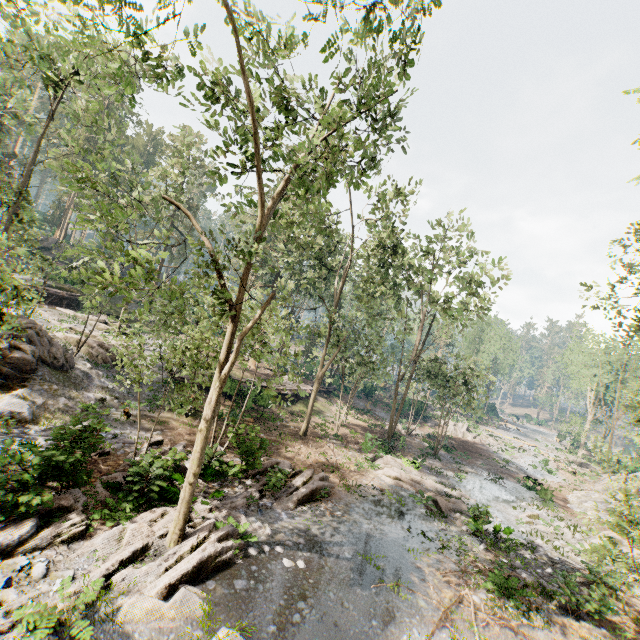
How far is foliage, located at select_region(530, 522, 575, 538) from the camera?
18.5 meters

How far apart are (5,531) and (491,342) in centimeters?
A: 5732cm

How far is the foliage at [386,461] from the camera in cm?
1836

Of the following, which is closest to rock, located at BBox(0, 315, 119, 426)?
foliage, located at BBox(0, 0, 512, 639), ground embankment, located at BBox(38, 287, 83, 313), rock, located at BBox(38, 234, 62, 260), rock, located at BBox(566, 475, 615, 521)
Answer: foliage, located at BBox(0, 0, 512, 639)

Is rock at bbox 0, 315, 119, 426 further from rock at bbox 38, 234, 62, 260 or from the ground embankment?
rock at bbox 38, 234, 62, 260

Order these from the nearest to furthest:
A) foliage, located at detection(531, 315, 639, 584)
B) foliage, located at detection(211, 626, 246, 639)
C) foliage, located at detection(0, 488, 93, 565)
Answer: foliage, located at detection(211, 626, 246, 639) → foliage, located at detection(0, 488, 93, 565) → foliage, located at detection(531, 315, 639, 584)

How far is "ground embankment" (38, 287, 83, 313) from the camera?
29.7m

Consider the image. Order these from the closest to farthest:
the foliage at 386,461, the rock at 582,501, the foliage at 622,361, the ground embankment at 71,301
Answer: the foliage at 622,361 < the foliage at 386,461 < the rock at 582,501 < the ground embankment at 71,301
